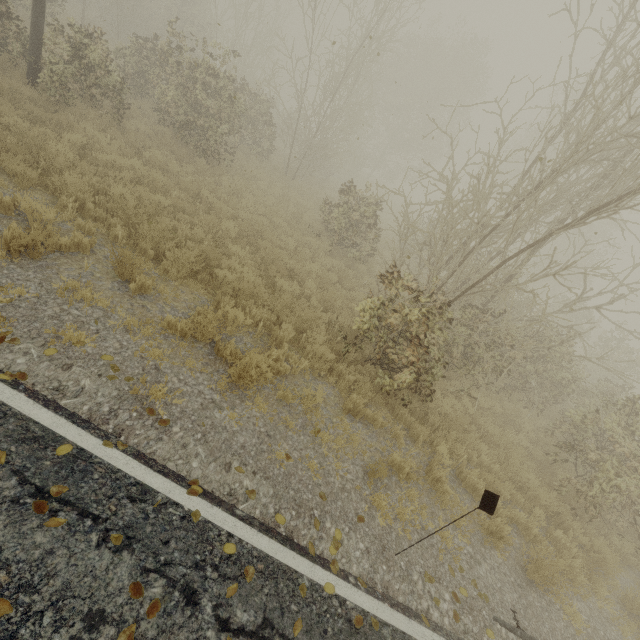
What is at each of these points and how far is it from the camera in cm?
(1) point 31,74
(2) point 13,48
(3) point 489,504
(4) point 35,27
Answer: (1) utility pole, 927
(2) tree, 934
(3) road marker, 377
(4) utility pole, 872

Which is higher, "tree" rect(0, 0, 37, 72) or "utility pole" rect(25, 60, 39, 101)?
"tree" rect(0, 0, 37, 72)

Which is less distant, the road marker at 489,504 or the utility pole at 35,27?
the road marker at 489,504

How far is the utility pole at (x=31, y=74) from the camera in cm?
878

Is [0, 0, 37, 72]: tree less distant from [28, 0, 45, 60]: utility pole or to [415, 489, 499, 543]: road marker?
[28, 0, 45, 60]: utility pole

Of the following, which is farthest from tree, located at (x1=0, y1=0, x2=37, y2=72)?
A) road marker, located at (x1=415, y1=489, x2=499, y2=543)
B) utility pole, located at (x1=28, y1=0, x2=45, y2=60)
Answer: road marker, located at (x1=415, y1=489, x2=499, y2=543)
